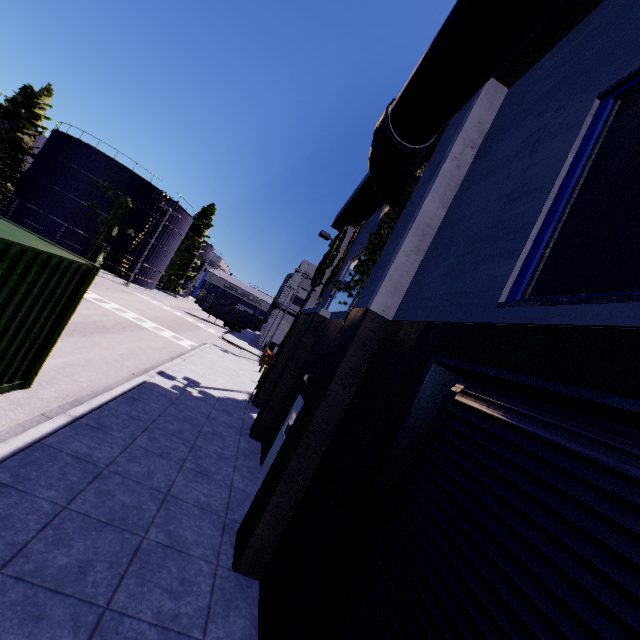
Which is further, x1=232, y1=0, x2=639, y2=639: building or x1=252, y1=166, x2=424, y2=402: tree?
x1=252, y1=166, x2=424, y2=402: tree

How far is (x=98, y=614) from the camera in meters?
3.7 m

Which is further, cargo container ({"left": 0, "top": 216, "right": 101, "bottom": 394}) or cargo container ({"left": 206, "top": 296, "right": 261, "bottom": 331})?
cargo container ({"left": 206, "top": 296, "right": 261, "bottom": 331})

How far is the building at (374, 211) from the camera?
11.88m

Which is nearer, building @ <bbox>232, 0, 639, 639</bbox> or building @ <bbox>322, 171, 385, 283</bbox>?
building @ <bbox>232, 0, 639, 639</bbox>

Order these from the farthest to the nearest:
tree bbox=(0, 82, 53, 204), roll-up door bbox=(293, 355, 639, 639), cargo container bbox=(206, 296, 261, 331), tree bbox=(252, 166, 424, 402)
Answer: cargo container bbox=(206, 296, 261, 331), tree bbox=(0, 82, 53, 204), tree bbox=(252, 166, 424, 402), roll-up door bbox=(293, 355, 639, 639)

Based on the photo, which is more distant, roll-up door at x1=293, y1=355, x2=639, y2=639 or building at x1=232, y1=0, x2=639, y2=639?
building at x1=232, y1=0, x2=639, y2=639

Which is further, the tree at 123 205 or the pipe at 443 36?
the tree at 123 205
